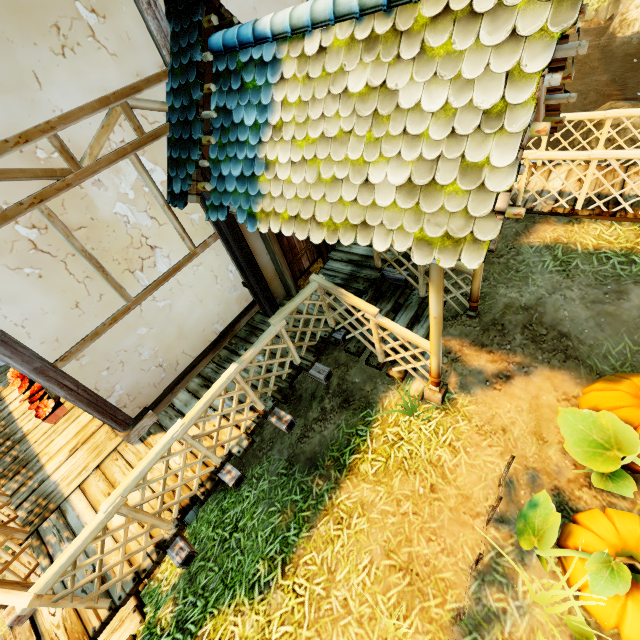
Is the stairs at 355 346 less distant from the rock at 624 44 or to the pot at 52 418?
the pot at 52 418

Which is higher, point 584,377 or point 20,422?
point 20,422

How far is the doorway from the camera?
5.2 meters

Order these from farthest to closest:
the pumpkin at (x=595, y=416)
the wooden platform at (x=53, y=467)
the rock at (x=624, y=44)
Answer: the rock at (x=624, y=44)
the wooden platform at (x=53, y=467)
the pumpkin at (x=595, y=416)

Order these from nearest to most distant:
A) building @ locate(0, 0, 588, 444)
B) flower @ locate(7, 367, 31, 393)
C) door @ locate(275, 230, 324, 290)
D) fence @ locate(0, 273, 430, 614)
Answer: building @ locate(0, 0, 588, 444), fence @ locate(0, 273, 430, 614), flower @ locate(7, 367, 31, 393), door @ locate(275, 230, 324, 290)

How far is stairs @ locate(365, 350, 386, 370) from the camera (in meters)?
5.17

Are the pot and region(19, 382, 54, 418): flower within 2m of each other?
yes

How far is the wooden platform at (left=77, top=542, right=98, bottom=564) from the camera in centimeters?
380cm
